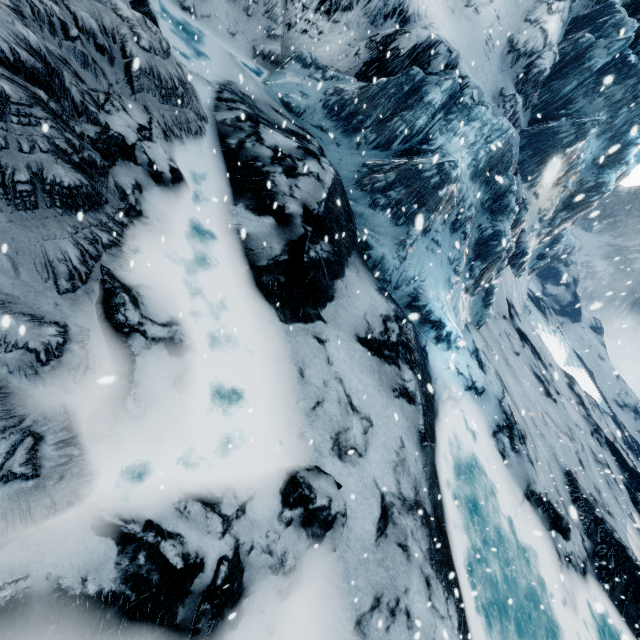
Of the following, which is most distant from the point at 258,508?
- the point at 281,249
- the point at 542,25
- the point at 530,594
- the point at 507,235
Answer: the point at 542,25
